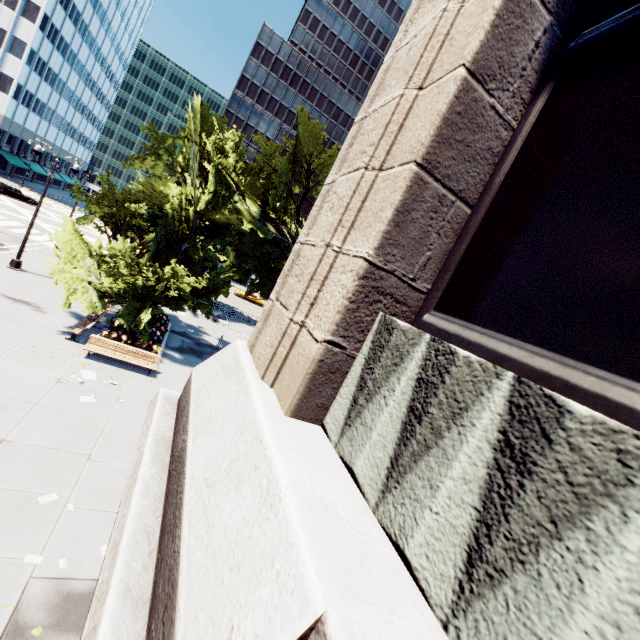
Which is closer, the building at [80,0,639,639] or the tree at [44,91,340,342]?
the building at [80,0,639,639]

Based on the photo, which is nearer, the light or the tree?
the tree

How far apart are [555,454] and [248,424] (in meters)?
1.80

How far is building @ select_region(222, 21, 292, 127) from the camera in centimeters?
5825cm

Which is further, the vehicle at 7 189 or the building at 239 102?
the building at 239 102

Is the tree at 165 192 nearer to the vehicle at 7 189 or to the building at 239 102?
the vehicle at 7 189

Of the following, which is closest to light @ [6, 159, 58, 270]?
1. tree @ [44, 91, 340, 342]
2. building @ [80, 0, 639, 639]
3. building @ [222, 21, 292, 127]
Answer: tree @ [44, 91, 340, 342]

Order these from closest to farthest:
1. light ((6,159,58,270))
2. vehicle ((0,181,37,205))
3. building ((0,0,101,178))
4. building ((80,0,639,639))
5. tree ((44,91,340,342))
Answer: building ((80,0,639,639)) < tree ((44,91,340,342)) < light ((6,159,58,270)) < vehicle ((0,181,37,205)) < building ((0,0,101,178))
